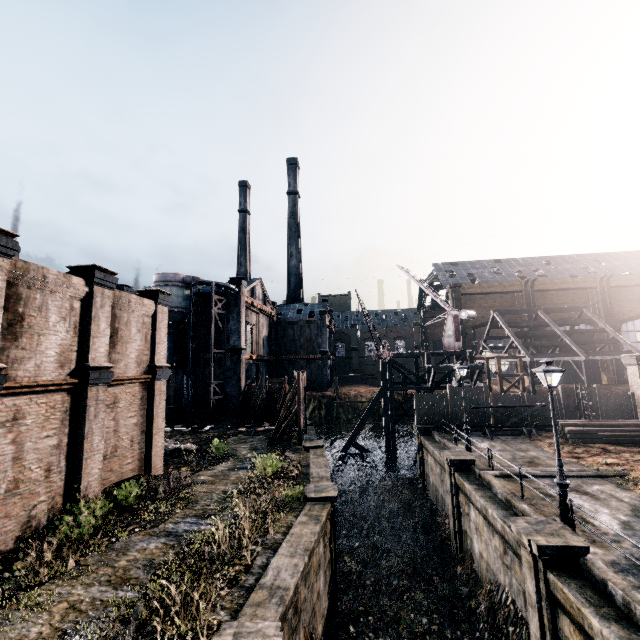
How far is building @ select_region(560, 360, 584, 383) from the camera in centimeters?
5403cm

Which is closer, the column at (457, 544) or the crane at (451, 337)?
the column at (457, 544)

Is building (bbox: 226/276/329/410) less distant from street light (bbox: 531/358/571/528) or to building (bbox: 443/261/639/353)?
street light (bbox: 531/358/571/528)

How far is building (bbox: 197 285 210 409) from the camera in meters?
38.3 m

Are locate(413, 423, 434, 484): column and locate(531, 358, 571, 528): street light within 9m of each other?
no

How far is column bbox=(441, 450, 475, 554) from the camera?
17.75m

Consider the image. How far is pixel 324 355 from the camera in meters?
54.3

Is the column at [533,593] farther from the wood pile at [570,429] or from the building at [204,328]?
the building at [204,328]
